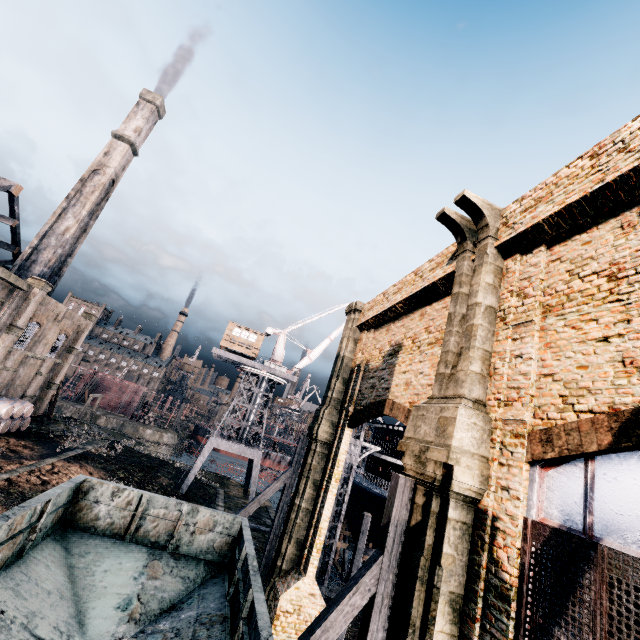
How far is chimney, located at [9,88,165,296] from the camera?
35.5 meters

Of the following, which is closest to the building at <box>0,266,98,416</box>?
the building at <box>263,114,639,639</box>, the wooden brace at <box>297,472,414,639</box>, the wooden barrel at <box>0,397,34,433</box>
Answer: the building at <box>263,114,639,639</box>

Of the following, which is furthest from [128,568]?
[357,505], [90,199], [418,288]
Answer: [90,199]

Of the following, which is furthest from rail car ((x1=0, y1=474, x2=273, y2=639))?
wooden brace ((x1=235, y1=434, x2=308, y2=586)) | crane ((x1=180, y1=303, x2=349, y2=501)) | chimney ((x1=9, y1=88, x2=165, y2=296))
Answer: chimney ((x1=9, y1=88, x2=165, y2=296))

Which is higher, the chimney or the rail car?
the chimney

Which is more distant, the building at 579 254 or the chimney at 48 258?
the chimney at 48 258

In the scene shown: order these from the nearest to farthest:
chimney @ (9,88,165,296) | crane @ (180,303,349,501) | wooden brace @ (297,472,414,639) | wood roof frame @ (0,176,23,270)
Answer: wooden brace @ (297,472,414,639) < wood roof frame @ (0,176,23,270) < crane @ (180,303,349,501) < chimney @ (9,88,165,296)

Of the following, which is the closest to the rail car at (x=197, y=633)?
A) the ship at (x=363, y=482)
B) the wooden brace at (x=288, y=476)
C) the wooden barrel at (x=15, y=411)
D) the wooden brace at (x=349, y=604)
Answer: the wooden brace at (x=349, y=604)
